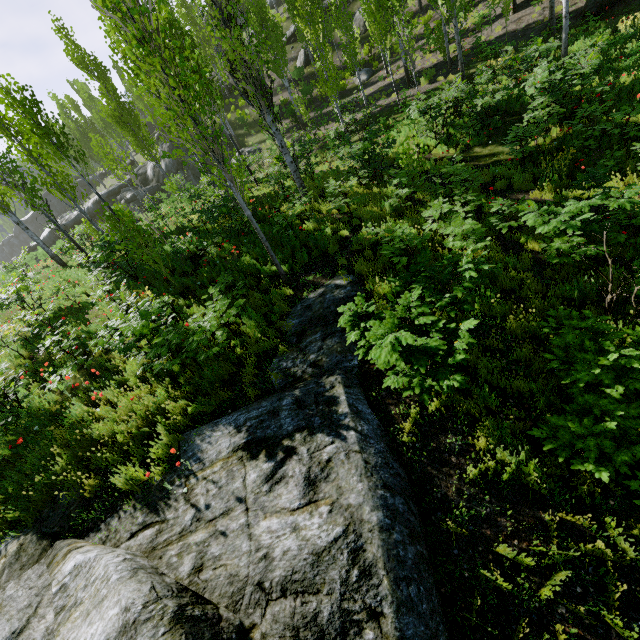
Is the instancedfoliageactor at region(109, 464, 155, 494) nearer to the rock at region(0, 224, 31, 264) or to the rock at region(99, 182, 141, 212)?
the rock at region(99, 182, 141, 212)

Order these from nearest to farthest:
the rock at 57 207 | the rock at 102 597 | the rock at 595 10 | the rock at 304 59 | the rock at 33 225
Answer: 1. the rock at 102 597
2. the rock at 595 10
3. the rock at 304 59
4. the rock at 57 207
5. the rock at 33 225

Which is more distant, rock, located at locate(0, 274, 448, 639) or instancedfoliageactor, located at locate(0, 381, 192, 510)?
instancedfoliageactor, located at locate(0, 381, 192, 510)

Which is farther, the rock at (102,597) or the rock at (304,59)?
the rock at (304,59)

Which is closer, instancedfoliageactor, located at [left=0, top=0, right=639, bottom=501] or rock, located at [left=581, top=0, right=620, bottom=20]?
instancedfoliageactor, located at [left=0, top=0, right=639, bottom=501]

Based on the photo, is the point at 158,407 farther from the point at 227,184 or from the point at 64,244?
the point at 64,244

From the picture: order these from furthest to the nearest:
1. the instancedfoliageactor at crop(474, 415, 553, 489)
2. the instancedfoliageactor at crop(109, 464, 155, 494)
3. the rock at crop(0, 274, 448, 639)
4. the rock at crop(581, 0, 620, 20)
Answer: the rock at crop(581, 0, 620, 20)
the instancedfoliageactor at crop(109, 464, 155, 494)
the instancedfoliageactor at crop(474, 415, 553, 489)
the rock at crop(0, 274, 448, 639)

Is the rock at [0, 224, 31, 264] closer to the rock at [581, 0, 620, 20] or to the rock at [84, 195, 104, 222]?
the rock at [84, 195, 104, 222]
